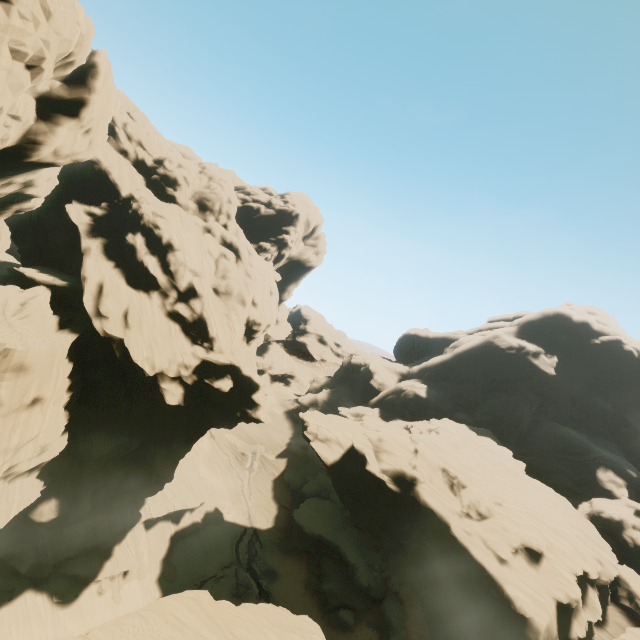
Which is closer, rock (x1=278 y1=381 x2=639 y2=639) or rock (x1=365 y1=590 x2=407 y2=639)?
rock (x1=278 y1=381 x2=639 y2=639)

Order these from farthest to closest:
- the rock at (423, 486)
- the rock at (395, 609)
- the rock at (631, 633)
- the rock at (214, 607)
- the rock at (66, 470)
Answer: the rock at (395, 609)
the rock at (631, 633)
the rock at (423, 486)
the rock at (66, 470)
the rock at (214, 607)

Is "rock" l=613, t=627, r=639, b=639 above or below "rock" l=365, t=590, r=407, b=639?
above

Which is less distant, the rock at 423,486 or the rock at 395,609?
the rock at 423,486

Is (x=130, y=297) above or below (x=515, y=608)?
above
